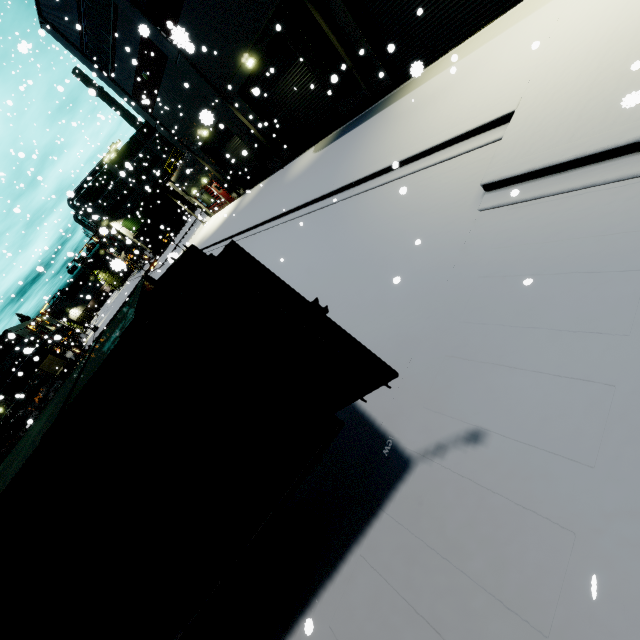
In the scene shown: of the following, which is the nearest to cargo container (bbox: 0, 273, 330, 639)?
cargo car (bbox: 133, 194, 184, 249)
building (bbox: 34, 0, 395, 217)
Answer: building (bbox: 34, 0, 395, 217)

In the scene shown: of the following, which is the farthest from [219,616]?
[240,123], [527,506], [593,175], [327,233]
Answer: [240,123]

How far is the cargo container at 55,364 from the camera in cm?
5005

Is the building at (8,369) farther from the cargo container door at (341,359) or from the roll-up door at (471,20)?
the cargo container door at (341,359)

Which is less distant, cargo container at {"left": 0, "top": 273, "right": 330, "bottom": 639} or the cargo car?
cargo container at {"left": 0, "top": 273, "right": 330, "bottom": 639}

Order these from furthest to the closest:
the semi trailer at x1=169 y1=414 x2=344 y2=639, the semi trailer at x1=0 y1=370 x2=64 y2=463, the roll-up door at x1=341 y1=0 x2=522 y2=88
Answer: the semi trailer at x1=0 y1=370 x2=64 y2=463
the roll-up door at x1=341 y1=0 x2=522 y2=88
the semi trailer at x1=169 y1=414 x2=344 y2=639

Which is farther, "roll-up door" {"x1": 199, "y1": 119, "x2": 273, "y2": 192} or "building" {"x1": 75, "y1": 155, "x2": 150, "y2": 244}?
"building" {"x1": 75, "y1": 155, "x2": 150, "y2": 244}

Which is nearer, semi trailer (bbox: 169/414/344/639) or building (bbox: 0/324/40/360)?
semi trailer (bbox: 169/414/344/639)
